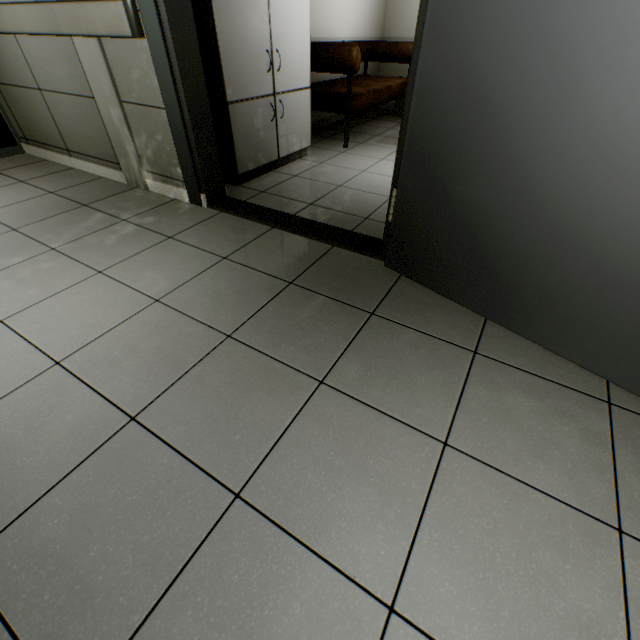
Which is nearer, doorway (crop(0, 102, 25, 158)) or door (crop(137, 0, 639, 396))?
door (crop(137, 0, 639, 396))

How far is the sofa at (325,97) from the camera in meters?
3.4

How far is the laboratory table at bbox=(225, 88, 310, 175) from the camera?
2.6 meters

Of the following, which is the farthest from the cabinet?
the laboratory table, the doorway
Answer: the doorway

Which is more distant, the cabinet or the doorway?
the doorway

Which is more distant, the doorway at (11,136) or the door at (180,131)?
the doorway at (11,136)

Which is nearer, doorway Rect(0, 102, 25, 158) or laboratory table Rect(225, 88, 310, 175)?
laboratory table Rect(225, 88, 310, 175)

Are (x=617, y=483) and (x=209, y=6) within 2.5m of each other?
no
